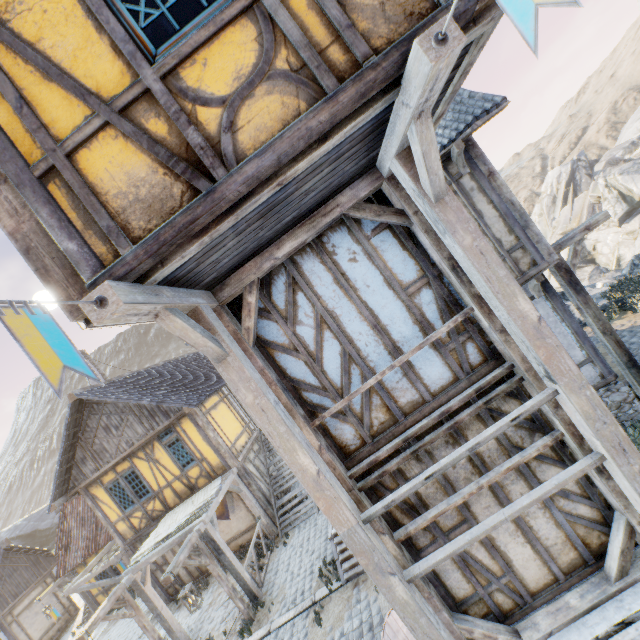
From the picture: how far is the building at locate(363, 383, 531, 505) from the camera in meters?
4.2 m

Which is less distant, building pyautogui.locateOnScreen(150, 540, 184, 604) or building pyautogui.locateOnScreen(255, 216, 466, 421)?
building pyautogui.locateOnScreen(255, 216, 466, 421)

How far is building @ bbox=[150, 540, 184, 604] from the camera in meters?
12.9 m

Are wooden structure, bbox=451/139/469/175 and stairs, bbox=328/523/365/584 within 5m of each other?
no

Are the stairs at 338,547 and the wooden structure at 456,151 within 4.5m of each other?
no

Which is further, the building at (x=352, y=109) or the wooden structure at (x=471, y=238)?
the wooden structure at (x=471, y=238)

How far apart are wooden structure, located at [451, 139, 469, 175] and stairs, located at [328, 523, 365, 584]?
8.4 meters

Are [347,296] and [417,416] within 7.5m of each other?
yes
